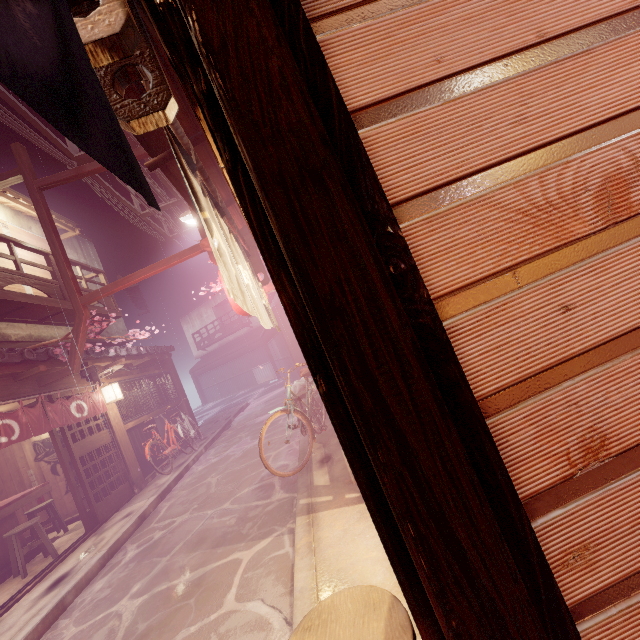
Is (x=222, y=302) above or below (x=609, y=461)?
above

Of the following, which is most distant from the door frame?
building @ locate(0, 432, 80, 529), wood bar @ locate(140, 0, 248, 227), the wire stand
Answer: building @ locate(0, 432, 80, 529)

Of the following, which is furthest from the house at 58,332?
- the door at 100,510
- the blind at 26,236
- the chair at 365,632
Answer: the blind at 26,236

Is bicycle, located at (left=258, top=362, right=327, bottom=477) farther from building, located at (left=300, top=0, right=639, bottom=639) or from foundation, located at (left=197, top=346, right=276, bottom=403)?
building, located at (left=300, top=0, right=639, bottom=639)

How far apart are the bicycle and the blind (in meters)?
15.56

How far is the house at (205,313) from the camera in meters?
47.5

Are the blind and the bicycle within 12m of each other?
no

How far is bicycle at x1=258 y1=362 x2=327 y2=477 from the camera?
8.2m
